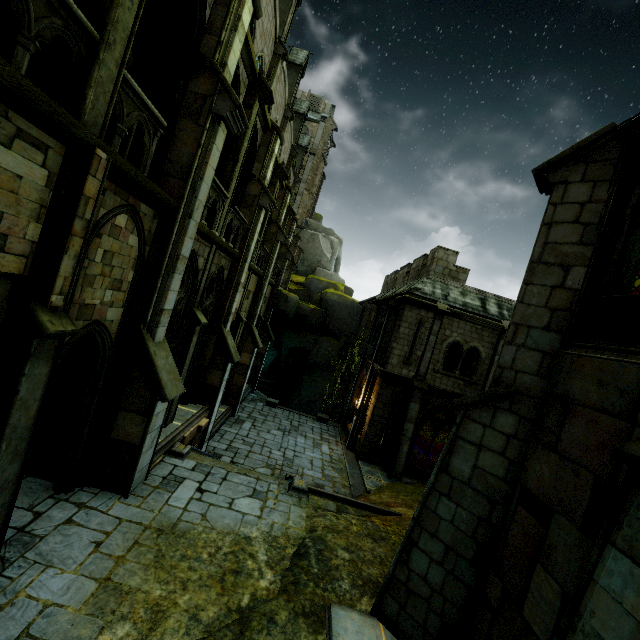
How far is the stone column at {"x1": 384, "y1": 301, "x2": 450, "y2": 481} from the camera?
17.0 meters

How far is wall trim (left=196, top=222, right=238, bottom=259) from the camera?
9.05m

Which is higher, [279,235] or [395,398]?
[279,235]

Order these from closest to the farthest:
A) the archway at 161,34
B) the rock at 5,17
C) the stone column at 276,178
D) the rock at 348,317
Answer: the rock at 5,17, the archway at 161,34, the stone column at 276,178, the rock at 348,317

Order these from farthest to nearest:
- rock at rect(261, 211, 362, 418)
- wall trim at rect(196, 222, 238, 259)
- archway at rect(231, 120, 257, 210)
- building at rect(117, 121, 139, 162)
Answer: rock at rect(261, 211, 362, 418) → archway at rect(231, 120, 257, 210) → building at rect(117, 121, 139, 162) → wall trim at rect(196, 222, 238, 259)

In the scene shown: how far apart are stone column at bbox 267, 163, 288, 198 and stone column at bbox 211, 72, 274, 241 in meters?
4.9

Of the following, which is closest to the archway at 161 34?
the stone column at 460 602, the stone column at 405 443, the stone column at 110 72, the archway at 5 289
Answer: the stone column at 110 72

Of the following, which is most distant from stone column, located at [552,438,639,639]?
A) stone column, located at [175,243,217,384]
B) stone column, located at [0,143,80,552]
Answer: stone column, located at [175,243,217,384]
